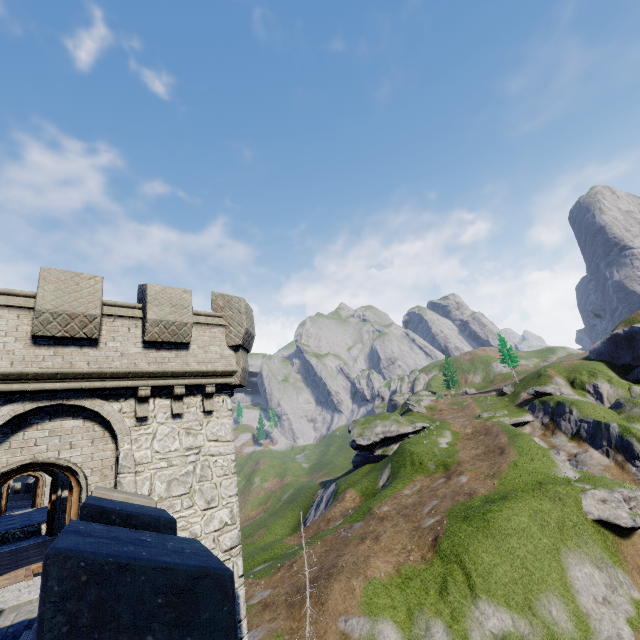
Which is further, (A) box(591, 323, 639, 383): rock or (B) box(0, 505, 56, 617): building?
(A) box(591, 323, 639, 383): rock

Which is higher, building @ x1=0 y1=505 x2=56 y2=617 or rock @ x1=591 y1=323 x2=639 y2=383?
rock @ x1=591 y1=323 x2=639 y2=383

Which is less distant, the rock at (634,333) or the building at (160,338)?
the building at (160,338)

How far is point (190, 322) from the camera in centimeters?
1036cm

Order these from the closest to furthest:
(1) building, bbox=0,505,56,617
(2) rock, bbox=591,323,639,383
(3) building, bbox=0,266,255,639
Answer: (1) building, bbox=0,505,56,617 → (3) building, bbox=0,266,255,639 → (2) rock, bbox=591,323,639,383

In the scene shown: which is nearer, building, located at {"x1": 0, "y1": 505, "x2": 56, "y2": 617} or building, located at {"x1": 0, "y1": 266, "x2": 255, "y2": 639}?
building, located at {"x1": 0, "y1": 505, "x2": 56, "y2": 617}

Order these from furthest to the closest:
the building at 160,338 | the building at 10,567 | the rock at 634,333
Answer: the rock at 634,333 < the building at 160,338 < the building at 10,567
